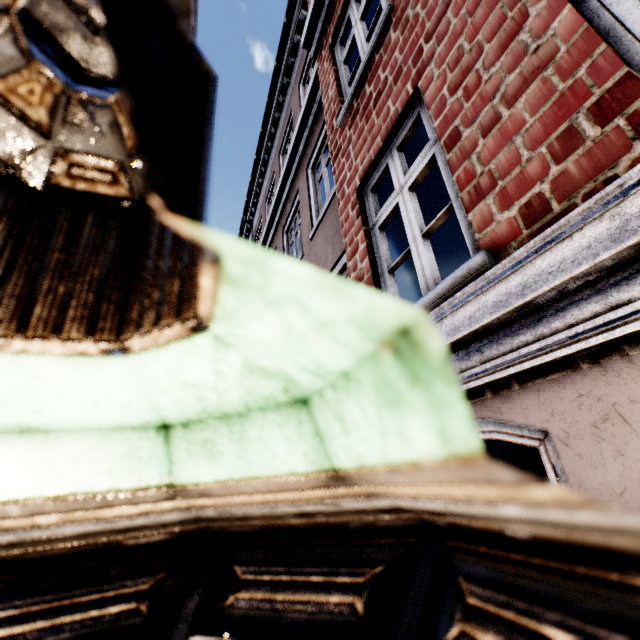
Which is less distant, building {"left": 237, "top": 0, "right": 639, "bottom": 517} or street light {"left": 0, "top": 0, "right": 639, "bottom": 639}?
street light {"left": 0, "top": 0, "right": 639, "bottom": 639}

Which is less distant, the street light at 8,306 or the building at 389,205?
the street light at 8,306

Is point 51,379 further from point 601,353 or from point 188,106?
point 601,353
